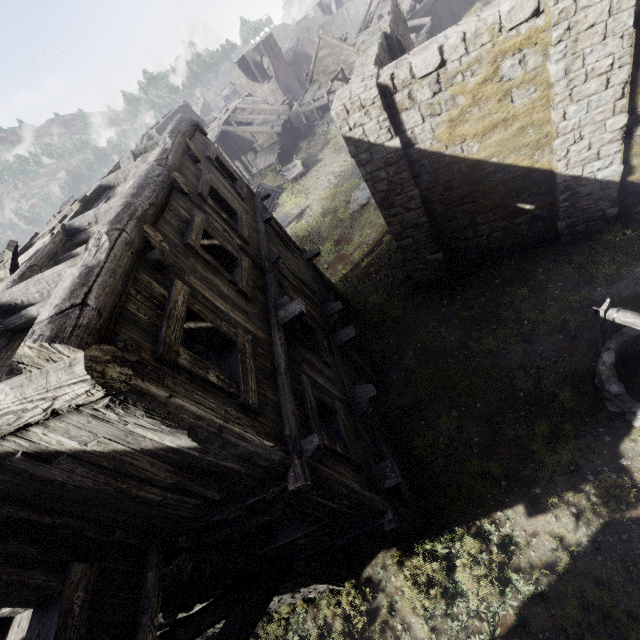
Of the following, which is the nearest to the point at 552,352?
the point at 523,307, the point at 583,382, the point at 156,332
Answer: the point at 583,382

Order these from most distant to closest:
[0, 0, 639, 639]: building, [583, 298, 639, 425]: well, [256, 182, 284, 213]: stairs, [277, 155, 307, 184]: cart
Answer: [277, 155, 307, 184]: cart → [256, 182, 284, 213]: stairs → [583, 298, 639, 425]: well → [0, 0, 639, 639]: building

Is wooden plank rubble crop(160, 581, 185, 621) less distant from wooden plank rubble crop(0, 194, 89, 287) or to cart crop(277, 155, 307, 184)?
wooden plank rubble crop(0, 194, 89, 287)

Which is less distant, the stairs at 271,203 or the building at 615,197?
the building at 615,197

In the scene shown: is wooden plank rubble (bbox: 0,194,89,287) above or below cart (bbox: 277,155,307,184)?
above

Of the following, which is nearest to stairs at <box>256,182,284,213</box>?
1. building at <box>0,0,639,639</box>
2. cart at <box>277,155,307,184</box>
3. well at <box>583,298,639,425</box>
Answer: cart at <box>277,155,307,184</box>

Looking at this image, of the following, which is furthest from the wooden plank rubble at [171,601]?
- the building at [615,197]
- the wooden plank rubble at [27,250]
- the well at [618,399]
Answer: the well at [618,399]

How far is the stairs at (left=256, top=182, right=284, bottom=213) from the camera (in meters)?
27.48
